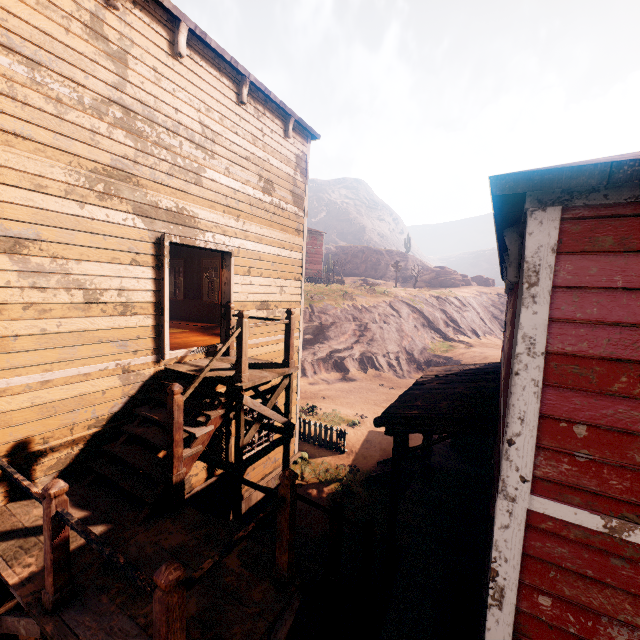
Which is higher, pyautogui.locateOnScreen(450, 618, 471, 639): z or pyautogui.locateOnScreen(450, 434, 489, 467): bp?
pyautogui.locateOnScreen(450, 434, 489, 467): bp

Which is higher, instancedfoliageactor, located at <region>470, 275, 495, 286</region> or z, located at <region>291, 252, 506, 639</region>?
instancedfoliageactor, located at <region>470, 275, 495, 286</region>

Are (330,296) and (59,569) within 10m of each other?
no

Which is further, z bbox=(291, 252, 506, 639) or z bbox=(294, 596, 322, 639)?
z bbox=(291, 252, 506, 639)

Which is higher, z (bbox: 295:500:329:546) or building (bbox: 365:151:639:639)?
building (bbox: 365:151:639:639)

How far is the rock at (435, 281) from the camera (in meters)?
48.22

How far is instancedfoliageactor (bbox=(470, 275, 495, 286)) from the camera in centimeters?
5291cm

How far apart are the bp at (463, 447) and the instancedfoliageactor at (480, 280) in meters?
47.7
